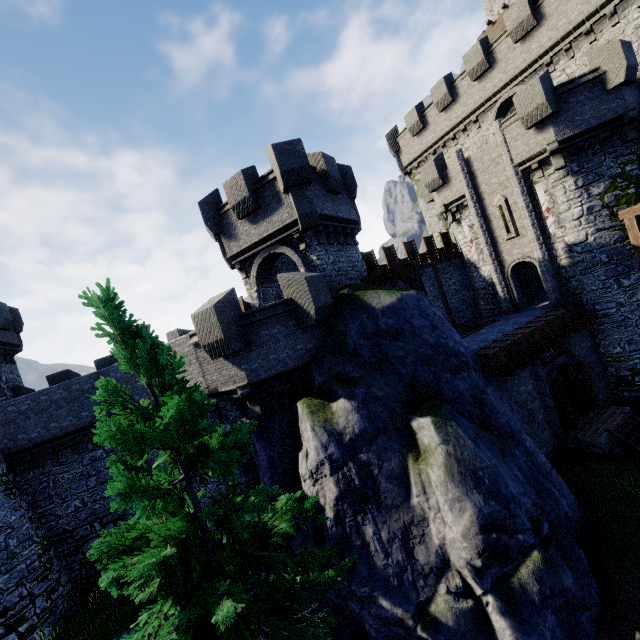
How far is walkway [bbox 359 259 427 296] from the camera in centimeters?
1627cm

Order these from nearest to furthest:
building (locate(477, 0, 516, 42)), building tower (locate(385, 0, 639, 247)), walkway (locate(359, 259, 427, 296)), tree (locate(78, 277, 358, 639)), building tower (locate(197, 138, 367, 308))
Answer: tree (locate(78, 277, 358, 639)), building tower (locate(197, 138, 367, 308)), walkway (locate(359, 259, 427, 296)), building tower (locate(385, 0, 639, 247)), building (locate(477, 0, 516, 42))

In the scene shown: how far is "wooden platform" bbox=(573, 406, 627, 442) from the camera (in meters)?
14.32

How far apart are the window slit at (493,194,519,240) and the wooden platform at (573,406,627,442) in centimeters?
1015cm

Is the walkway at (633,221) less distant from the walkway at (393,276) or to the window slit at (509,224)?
the window slit at (509,224)

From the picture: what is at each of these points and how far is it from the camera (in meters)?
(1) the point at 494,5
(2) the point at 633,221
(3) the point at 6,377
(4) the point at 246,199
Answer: (1) building, 30.62
(2) walkway, 14.10
(3) building, 20.03
(4) building tower, 14.77

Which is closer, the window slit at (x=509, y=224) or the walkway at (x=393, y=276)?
the walkway at (x=393, y=276)

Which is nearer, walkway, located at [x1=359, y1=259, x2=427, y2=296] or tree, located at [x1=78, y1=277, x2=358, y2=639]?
tree, located at [x1=78, y1=277, x2=358, y2=639]
